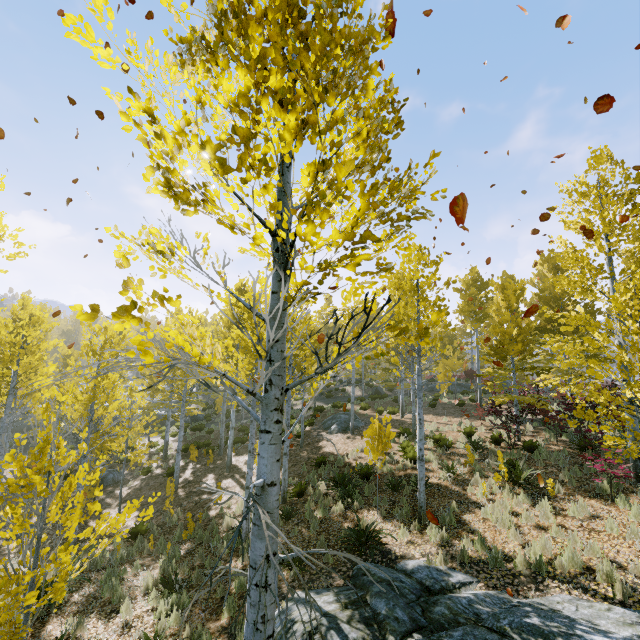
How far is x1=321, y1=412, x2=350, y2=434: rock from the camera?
19.8 meters

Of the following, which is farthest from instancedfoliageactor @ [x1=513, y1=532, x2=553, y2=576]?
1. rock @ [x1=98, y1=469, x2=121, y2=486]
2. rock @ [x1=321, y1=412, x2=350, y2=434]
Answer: rock @ [x1=98, y1=469, x2=121, y2=486]

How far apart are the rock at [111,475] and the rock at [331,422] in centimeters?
1157cm

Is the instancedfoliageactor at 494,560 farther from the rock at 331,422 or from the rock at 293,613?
the rock at 331,422

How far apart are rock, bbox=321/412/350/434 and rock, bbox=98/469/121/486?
11.6m

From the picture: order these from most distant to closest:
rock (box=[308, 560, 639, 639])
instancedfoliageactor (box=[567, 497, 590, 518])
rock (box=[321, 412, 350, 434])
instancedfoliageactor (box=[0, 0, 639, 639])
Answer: rock (box=[321, 412, 350, 434])
instancedfoliageactor (box=[567, 497, 590, 518])
rock (box=[308, 560, 639, 639])
instancedfoliageactor (box=[0, 0, 639, 639])

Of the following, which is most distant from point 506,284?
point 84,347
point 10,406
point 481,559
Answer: point 10,406
